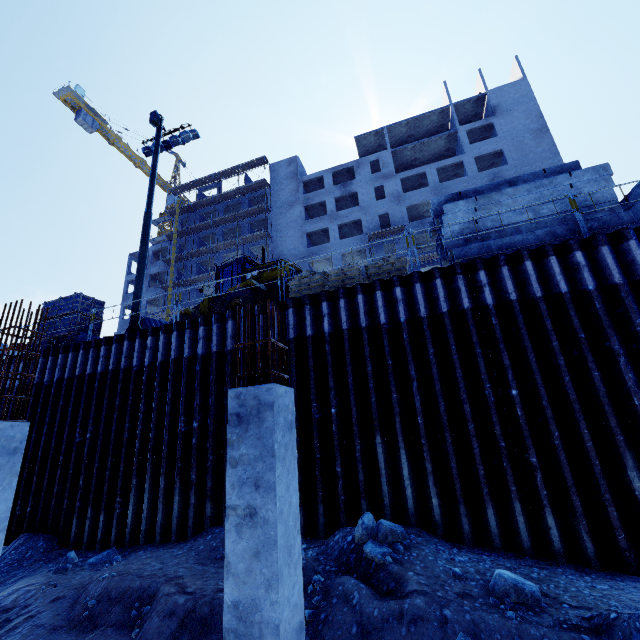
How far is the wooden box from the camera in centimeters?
1320cm

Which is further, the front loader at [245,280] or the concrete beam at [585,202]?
the front loader at [245,280]

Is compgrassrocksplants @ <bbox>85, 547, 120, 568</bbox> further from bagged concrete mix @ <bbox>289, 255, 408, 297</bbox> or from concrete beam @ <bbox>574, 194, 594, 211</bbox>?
concrete beam @ <bbox>574, 194, 594, 211</bbox>

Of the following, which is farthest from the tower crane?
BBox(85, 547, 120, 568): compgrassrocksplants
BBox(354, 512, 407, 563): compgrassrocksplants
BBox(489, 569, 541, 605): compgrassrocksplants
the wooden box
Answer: BBox(489, 569, 541, 605): compgrassrocksplants

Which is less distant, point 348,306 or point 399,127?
point 348,306

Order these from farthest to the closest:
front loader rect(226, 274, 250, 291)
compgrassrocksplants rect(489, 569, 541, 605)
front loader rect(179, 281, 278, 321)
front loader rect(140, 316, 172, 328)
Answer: front loader rect(140, 316, 172, 328)
front loader rect(226, 274, 250, 291)
front loader rect(179, 281, 278, 321)
compgrassrocksplants rect(489, 569, 541, 605)

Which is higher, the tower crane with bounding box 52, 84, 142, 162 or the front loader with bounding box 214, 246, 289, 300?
the tower crane with bounding box 52, 84, 142, 162

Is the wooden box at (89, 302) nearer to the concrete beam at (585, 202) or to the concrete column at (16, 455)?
the concrete column at (16, 455)
